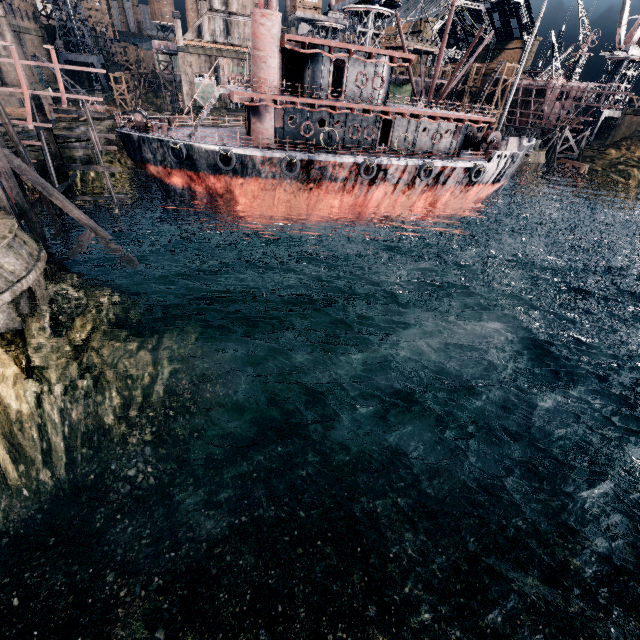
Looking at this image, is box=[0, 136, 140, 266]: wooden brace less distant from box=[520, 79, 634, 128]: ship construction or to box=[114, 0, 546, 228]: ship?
box=[114, 0, 546, 228]: ship

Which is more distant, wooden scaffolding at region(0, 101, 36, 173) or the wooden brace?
wooden scaffolding at region(0, 101, 36, 173)

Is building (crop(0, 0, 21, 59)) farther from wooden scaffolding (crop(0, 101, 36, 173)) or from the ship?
wooden scaffolding (crop(0, 101, 36, 173))

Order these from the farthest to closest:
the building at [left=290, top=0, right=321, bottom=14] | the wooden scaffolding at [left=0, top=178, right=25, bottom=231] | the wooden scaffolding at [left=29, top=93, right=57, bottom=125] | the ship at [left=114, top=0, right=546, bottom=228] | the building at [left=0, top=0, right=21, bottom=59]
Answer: the building at [left=0, top=0, right=21, bottom=59]
the building at [left=290, top=0, right=321, bottom=14]
the ship at [left=114, top=0, right=546, bottom=228]
the wooden scaffolding at [left=29, top=93, right=57, bottom=125]
the wooden scaffolding at [left=0, top=178, right=25, bottom=231]

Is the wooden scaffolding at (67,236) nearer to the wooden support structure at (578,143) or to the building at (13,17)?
the building at (13,17)

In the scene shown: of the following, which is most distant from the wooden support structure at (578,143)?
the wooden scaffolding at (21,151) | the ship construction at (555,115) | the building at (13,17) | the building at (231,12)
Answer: the building at (13,17)

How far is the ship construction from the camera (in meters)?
51.37

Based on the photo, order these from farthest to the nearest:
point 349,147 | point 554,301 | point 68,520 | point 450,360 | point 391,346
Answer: point 554,301 < point 349,147 < point 391,346 < point 450,360 < point 68,520
